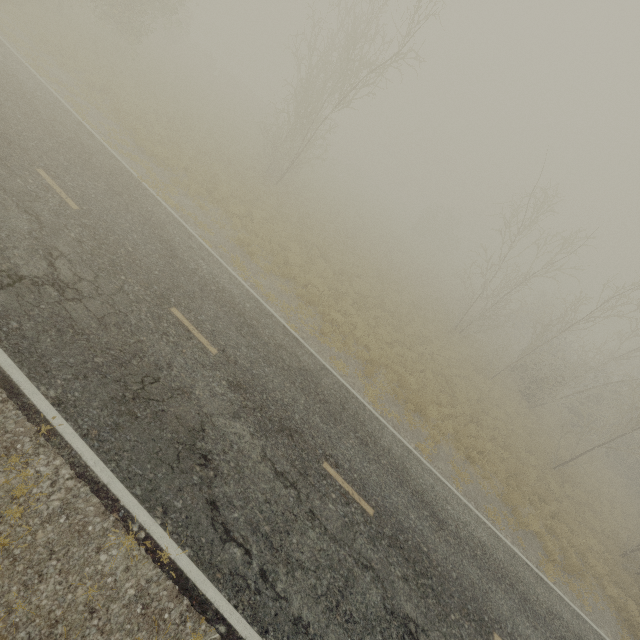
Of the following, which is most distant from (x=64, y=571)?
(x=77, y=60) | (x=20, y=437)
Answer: (x=77, y=60)

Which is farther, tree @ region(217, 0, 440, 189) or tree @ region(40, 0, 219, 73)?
tree @ region(40, 0, 219, 73)

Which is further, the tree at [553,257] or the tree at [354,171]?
the tree at [553,257]

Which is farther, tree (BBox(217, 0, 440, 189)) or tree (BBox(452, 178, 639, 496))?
tree (BBox(452, 178, 639, 496))

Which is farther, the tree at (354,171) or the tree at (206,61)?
the tree at (206,61)
